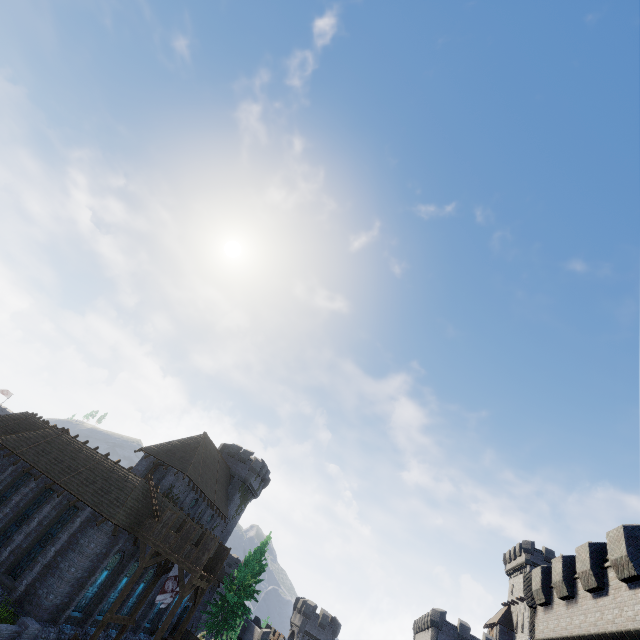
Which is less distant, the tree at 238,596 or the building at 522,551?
the tree at 238,596

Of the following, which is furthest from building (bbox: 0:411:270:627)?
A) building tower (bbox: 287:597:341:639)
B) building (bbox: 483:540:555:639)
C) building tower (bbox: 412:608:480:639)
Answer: building (bbox: 483:540:555:639)

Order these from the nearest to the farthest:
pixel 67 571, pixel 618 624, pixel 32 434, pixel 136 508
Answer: pixel 618 624 → pixel 67 571 → pixel 136 508 → pixel 32 434

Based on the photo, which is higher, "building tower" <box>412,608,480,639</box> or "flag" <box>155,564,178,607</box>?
"building tower" <box>412,608,480,639</box>

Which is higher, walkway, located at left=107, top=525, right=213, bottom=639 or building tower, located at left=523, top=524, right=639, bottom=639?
building tower, located at left=523, top=524, right=639, bottom=639

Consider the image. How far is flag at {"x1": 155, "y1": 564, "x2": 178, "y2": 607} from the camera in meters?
23.2 m

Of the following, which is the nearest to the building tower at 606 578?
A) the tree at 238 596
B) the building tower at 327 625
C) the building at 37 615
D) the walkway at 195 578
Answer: the walkway at 195 578

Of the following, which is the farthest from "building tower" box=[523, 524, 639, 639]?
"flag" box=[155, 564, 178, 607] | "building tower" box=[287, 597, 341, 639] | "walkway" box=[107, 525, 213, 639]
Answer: "building tower" box=[287, 597, 341, 639]
